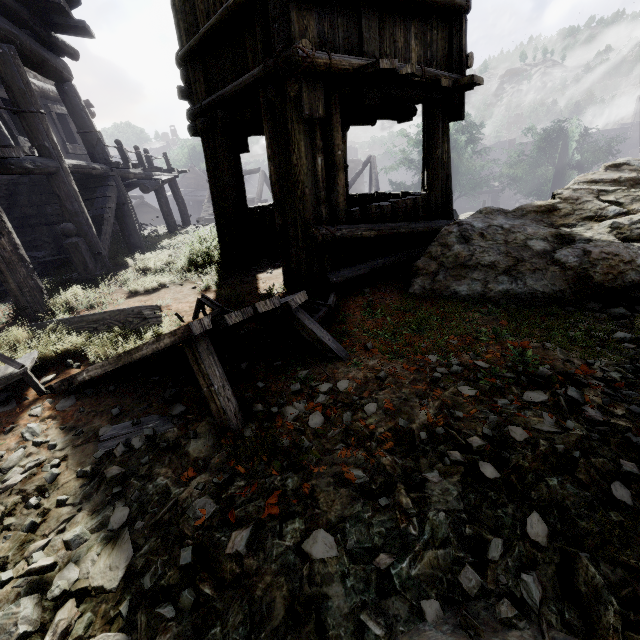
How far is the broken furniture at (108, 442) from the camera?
2.44m

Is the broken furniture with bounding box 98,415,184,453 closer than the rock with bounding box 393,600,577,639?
No

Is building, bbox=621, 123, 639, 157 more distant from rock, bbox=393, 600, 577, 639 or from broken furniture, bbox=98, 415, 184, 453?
broken furniture, bbox=98, 415, 184, 453

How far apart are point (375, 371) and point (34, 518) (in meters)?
2.62

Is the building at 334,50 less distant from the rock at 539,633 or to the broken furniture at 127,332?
the rock at 539,633

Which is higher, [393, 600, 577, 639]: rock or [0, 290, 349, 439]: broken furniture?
[0, 290, 349, 439]: broken furniture
